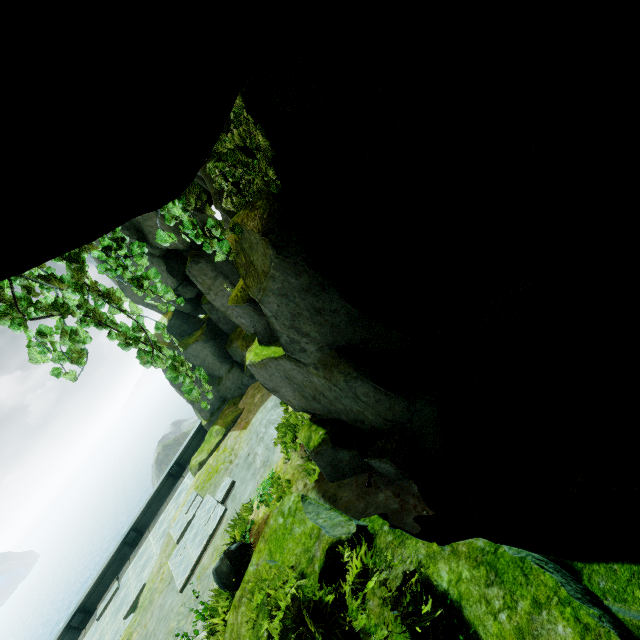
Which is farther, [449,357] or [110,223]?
[449,357]

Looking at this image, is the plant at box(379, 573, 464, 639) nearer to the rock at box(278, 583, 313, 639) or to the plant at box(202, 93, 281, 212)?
the rock at box(278, 583, 313, 639)

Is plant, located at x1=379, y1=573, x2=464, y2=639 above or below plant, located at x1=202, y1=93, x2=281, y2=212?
below

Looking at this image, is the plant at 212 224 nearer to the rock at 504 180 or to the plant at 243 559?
the rock at 504 180

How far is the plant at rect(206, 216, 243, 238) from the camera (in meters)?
4.34

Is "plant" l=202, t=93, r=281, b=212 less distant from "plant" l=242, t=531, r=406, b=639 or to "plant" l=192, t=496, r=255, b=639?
"plant" l=242, t=531, r=406, b=639

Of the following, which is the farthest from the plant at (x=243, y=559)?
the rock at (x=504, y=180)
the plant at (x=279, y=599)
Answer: the plant at (x=279, y=599)

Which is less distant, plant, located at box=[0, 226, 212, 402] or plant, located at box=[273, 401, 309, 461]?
plant, located at box=[0, 226, 212, 402]
